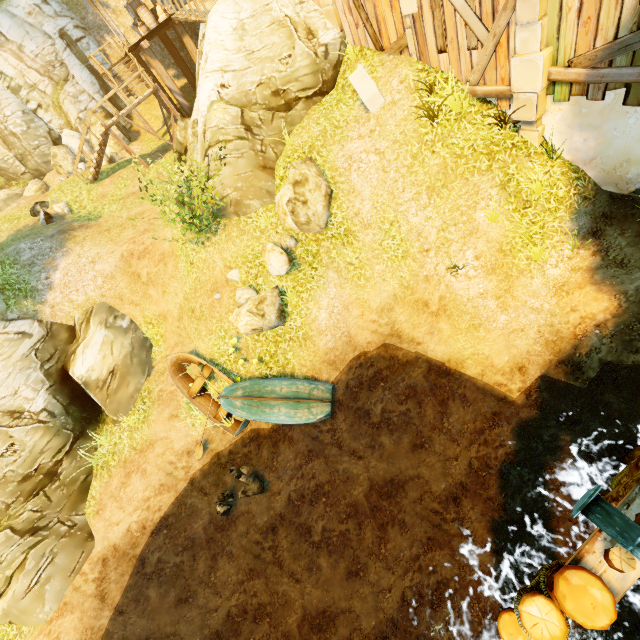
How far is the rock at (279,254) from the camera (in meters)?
10.17

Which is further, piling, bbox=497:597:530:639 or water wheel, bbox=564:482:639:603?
piling, bbox=497:597:530:639

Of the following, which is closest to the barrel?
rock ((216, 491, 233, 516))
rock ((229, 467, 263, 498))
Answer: rock ((229, 467, 263, 498))

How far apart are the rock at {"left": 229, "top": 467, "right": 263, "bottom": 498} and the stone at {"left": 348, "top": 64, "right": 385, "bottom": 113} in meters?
11.7

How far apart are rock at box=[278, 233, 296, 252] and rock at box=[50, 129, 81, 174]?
17.41m

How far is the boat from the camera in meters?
9.8

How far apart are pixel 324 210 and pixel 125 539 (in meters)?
11.99

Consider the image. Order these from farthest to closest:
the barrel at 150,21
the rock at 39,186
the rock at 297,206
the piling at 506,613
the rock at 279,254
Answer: the rock at 39,186 < the barrel at 150,21 < the rock at 279,254 < the rock at 297,206 < the piling at 506,613
